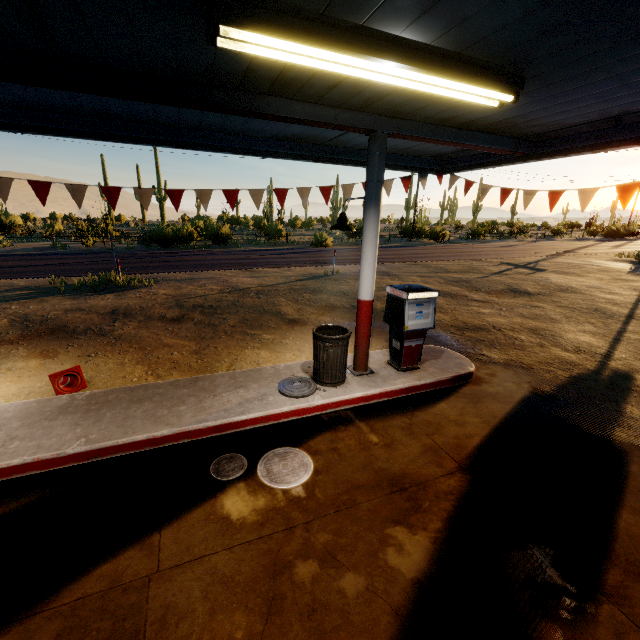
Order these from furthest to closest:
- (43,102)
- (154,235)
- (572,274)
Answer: (154,235), (572,274), (43,102)

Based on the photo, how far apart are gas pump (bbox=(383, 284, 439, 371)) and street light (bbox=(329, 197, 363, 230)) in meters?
1.2 m

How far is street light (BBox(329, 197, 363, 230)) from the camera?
5.8 meters

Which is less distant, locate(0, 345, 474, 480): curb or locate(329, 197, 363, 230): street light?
locate(0, 345, 474, 480): curb

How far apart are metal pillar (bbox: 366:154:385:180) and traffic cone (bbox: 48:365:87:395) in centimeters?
444cm

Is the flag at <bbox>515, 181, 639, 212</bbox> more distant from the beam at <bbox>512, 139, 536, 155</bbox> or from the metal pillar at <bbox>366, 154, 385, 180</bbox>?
the metal pillar at <bbox>366, 154, 385, 180</bbox>

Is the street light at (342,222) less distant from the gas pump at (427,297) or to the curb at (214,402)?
the gas pump at (427,297)

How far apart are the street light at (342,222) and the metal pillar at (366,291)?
0.0m
